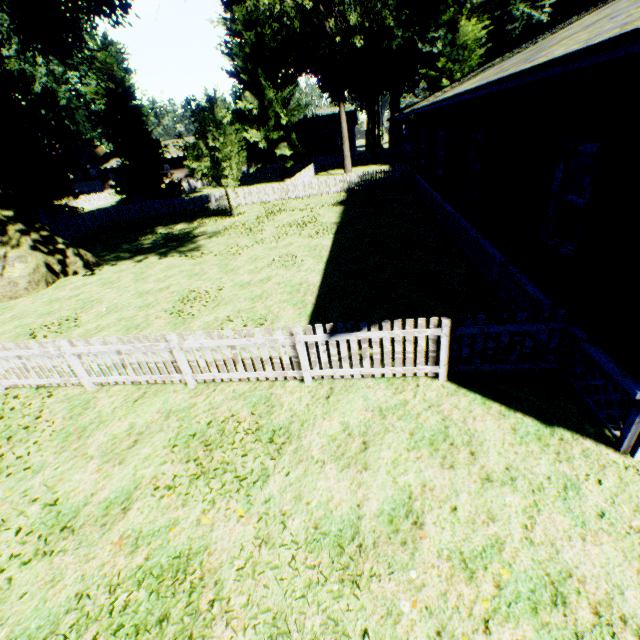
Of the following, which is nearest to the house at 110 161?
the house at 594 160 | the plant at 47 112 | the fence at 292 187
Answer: the fence at 292 187

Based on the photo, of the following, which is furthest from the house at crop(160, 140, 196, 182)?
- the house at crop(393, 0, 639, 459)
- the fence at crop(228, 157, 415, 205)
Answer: the house at crop(393, 0, 639, 459)

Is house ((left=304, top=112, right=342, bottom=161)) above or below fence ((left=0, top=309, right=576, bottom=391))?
above

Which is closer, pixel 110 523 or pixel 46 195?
pixel 110 523

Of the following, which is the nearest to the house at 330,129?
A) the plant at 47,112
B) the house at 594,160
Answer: the plant at 47,112

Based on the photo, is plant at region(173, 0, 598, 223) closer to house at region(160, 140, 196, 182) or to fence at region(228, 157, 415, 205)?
fence at region(228, 157, 415, 205)
